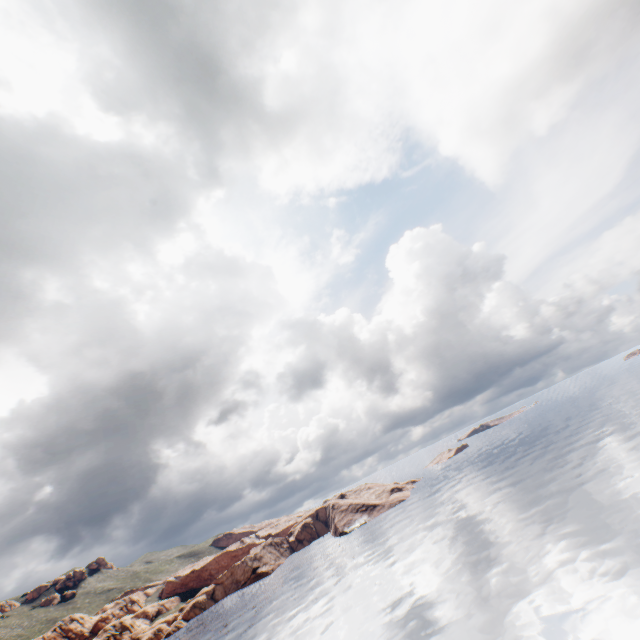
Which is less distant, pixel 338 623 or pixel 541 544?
pixel 541 544
